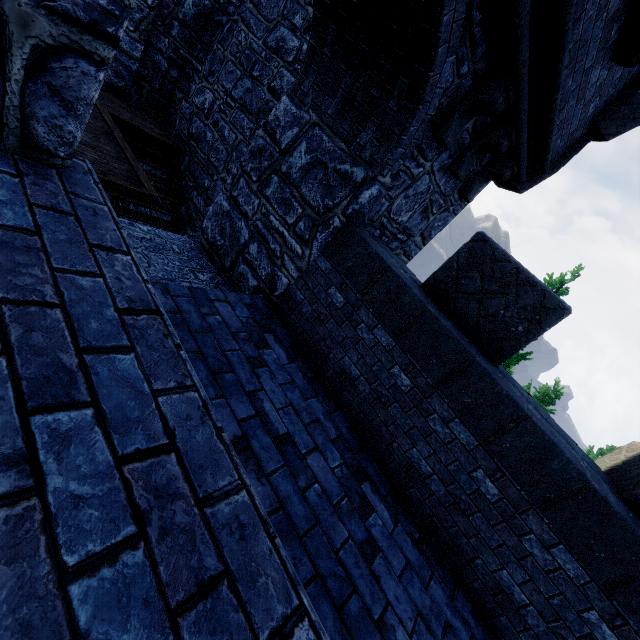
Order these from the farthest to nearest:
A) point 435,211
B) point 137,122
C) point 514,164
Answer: point 137,122, point 435,211, point 514,164
